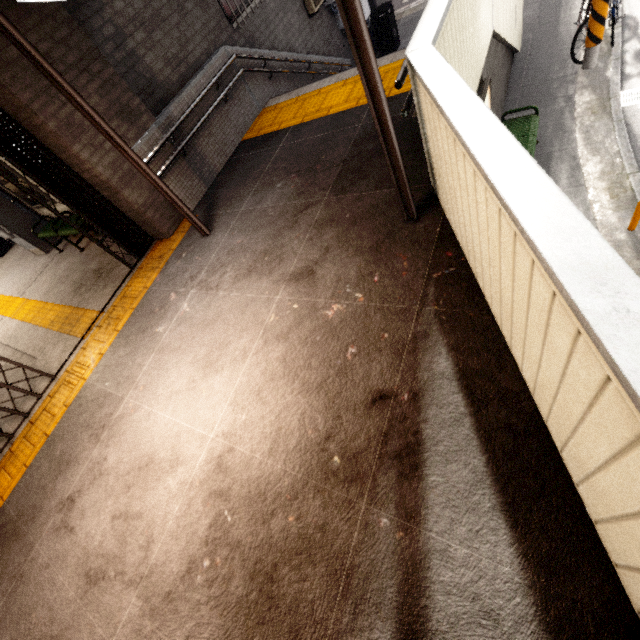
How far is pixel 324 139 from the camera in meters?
4.8

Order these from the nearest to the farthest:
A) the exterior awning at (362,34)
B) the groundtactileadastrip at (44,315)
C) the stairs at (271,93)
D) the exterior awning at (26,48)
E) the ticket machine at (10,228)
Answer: the exterior awning at (362,34) → the exterior awning at (26,48) → the groundtactileadastrip at (44,315) → the stairs at (271,93) → the ticket machine at (10,228)

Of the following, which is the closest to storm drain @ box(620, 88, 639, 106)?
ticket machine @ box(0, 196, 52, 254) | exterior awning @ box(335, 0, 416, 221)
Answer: exterior awning @ box(335, 0, 416, 221)

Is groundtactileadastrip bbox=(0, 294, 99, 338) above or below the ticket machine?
below

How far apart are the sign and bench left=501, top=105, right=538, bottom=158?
0.12m

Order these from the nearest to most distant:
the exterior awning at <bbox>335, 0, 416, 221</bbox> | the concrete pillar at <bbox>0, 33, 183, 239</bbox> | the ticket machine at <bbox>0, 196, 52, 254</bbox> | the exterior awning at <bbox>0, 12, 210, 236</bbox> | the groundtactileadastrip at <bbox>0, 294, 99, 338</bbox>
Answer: the exterior awning at <bbox>335, 0, 416, 221</bbox>
the exterior awning at <bbox>0, 12, 210, 236</bbox>
the concrete pillar at <bbox>0, 33, 183, 239</bbox>
the groundtactileadastrip at <bbox>0, 294, 99, 338</bbox>
the ticket machine at <bbox>0, 196, 52, 254</bbox>

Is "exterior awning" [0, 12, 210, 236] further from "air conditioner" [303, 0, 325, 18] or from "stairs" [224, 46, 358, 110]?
"air conditioner" [303, 0, 325, 18]

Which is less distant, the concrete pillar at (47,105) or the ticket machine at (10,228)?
the concrete pillar at (47,105)
